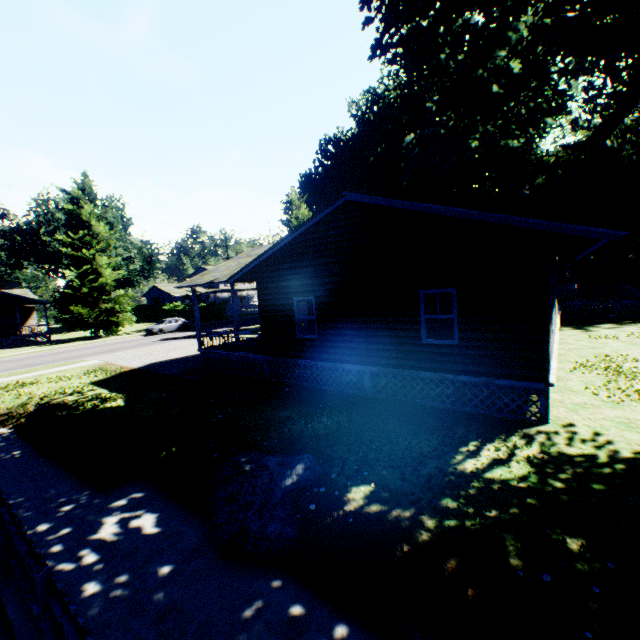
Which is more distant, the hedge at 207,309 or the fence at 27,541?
the hedge at 207,309

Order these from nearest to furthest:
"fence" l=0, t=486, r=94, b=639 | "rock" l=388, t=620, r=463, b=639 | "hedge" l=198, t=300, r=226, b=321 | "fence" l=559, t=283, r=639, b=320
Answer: "fence" l=0, t=486, r=94, b=639, "rock" l=388, t=620, r=463, b=639, "fence" l=559, t=283, r=639, b=320, "hedge" l=198, t=300, r=226, b=321

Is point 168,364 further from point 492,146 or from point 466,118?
point 492,146

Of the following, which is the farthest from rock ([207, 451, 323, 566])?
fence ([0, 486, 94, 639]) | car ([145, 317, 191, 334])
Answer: car ([145, 317, 191, 334])

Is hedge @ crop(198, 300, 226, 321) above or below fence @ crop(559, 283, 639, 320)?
above

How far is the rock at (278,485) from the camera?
5.6m

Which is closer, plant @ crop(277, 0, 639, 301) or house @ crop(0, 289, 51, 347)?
plant @ crop(277, 0, 639, 301)

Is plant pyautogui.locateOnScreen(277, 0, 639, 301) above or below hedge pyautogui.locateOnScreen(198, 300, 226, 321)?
above
